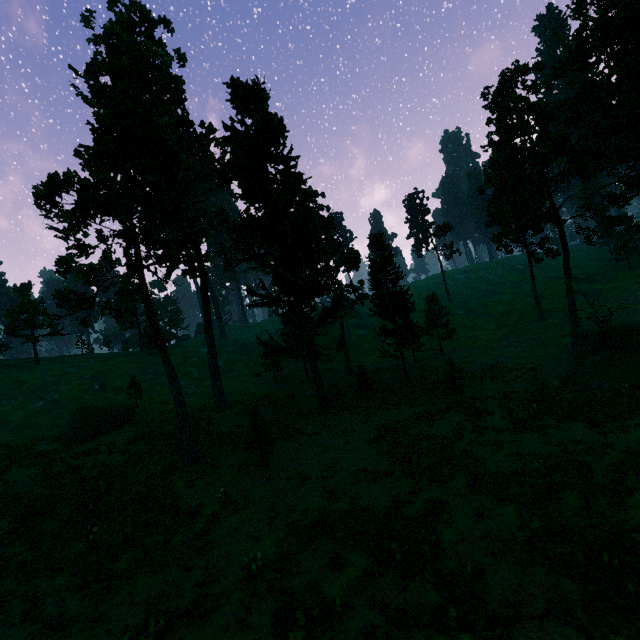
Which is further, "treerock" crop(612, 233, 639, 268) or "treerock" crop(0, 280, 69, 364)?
"treerock" crop(612, 233, 639, 268)

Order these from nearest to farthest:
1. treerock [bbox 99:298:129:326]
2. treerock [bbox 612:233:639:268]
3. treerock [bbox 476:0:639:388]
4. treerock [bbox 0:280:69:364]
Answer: treerock [bbox 99:298:129:326]
treerock [bbox 476:0:639:388]
treerock [bbox 0:280:69:364]
treerock [bbox 612:233:639:268]

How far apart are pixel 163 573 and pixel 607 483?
17.6m

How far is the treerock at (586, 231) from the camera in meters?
31.0

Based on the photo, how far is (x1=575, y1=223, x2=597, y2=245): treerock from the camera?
31.0m

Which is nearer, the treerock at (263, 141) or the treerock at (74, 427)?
the treerock at (263, 141)
